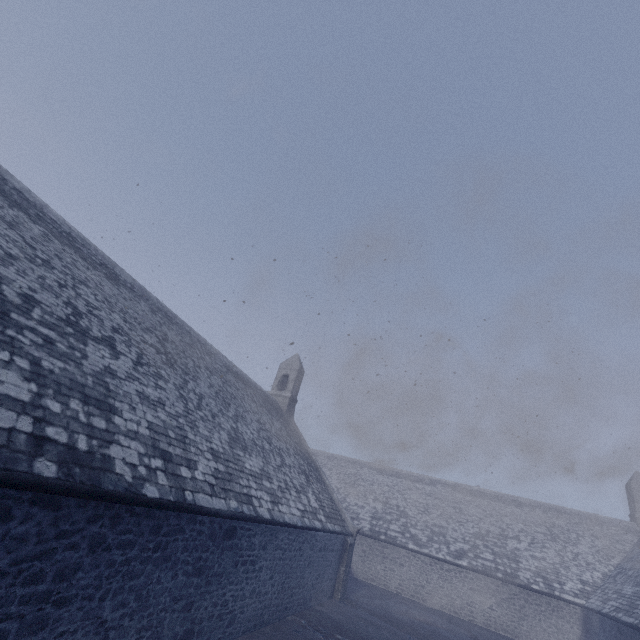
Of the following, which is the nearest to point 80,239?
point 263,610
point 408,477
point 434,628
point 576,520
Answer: point 263,610
